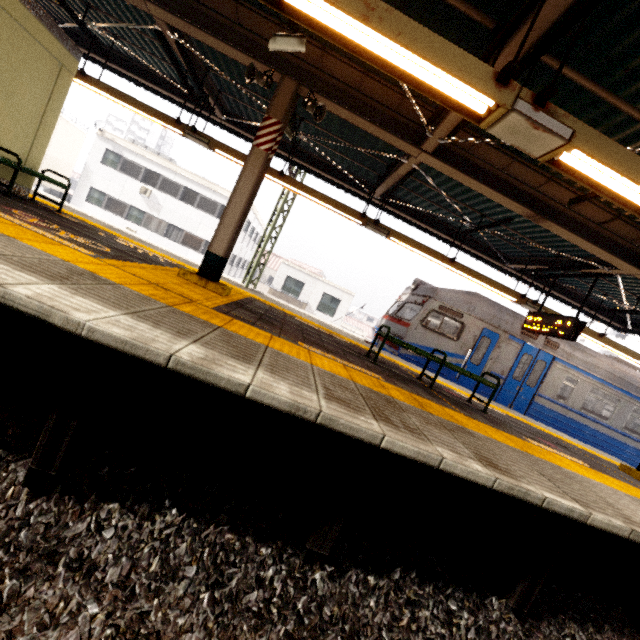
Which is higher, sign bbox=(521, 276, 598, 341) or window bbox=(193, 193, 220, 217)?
window bbox=(193, 193, 220, 217)

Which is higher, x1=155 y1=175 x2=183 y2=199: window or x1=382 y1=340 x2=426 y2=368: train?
x1=155 y1=175 x2=183 y2=199: window

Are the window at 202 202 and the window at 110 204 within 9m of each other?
yes

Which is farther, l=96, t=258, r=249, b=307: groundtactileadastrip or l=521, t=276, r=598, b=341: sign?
l=521, t=276, r=598, b=341: sign

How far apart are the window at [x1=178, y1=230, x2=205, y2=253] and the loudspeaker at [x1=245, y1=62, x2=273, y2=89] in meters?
21.0

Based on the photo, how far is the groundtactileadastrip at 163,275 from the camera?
3.9m

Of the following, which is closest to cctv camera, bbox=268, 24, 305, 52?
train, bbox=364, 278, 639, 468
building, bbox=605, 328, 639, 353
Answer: train, bbox=364, 278, 639, 468

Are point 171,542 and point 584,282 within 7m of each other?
no
